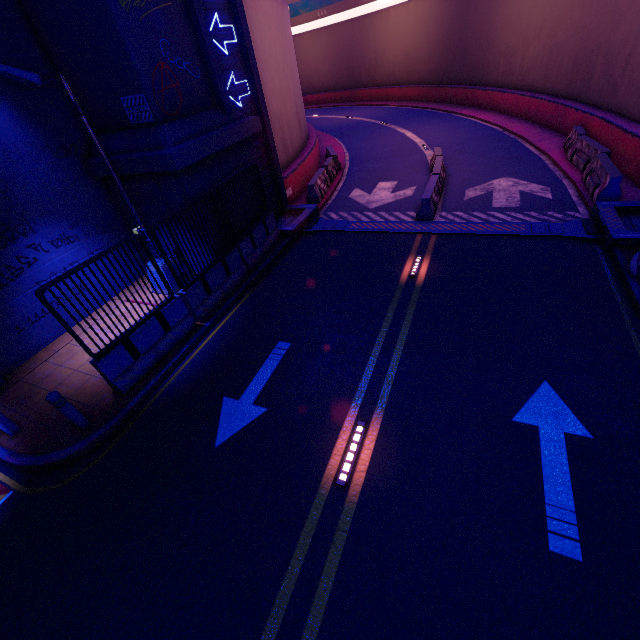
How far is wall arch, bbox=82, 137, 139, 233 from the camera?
9.5m

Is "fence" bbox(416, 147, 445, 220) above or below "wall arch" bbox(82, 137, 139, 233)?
below

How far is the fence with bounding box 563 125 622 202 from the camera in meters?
10.2

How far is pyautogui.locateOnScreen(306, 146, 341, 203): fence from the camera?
14.6 meters

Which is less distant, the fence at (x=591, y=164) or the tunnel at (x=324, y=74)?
the fence at (x=591, y=164)

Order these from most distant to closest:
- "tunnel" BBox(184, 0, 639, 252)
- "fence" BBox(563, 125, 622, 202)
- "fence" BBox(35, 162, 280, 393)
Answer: "tunnel" BBox(184, 0, 639, 252)
"fence" BBox(563, 125, 622, 202)
"fence" BBox(35, 162, 280, 393)

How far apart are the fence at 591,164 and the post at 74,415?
15.7 meters

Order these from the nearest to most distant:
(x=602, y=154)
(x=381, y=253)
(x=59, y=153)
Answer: (x=59, y=153), (x=381, y=253), (x=602, y=154)
